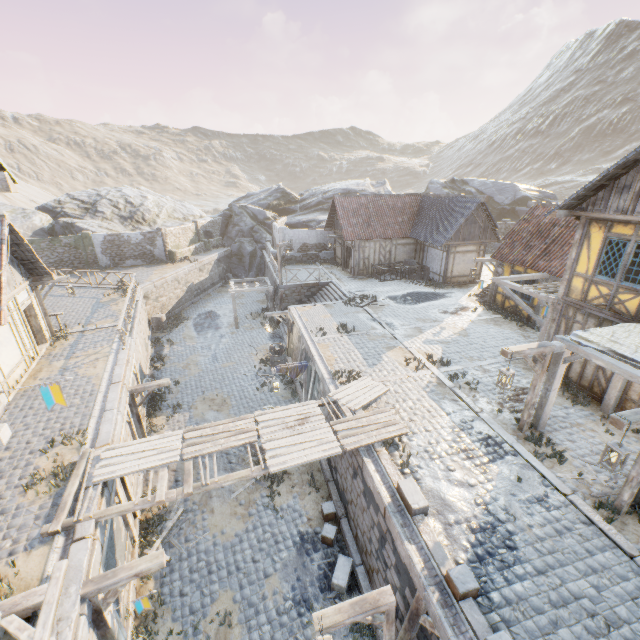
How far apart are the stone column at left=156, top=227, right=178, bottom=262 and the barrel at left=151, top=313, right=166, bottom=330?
8.0m

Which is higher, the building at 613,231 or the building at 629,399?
the building at 613,231

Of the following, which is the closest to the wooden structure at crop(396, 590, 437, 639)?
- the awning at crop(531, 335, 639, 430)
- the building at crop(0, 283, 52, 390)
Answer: the building at crop(0, 283, 52, 390)

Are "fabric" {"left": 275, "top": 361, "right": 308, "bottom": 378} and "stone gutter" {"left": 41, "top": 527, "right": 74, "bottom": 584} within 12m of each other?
yes

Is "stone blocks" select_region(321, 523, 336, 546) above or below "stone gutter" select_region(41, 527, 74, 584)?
below

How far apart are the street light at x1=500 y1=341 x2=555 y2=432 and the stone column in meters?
29.8

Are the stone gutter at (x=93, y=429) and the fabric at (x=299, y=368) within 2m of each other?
no

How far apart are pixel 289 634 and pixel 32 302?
16.2 meters
